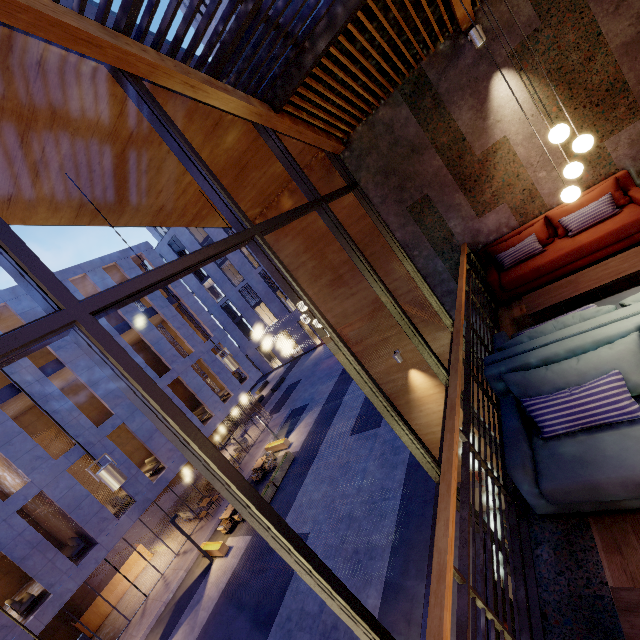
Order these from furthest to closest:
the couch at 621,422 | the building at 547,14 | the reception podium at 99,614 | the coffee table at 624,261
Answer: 1. the reception podium at 99,614
2. the building at 547,14
3. the coffee table at 624,261
4. the couch at 621,422

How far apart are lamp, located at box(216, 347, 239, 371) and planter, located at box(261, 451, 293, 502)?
13.72m

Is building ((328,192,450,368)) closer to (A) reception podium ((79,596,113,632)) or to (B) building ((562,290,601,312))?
(B) building ((562,290,601,312))

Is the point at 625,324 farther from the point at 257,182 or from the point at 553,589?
the point at 257,182

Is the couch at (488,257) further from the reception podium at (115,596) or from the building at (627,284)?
the reception podium at (115,596)

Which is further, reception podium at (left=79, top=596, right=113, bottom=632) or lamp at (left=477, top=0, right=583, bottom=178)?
reception podium at (left=79, top=596, right=113, bottom=632)

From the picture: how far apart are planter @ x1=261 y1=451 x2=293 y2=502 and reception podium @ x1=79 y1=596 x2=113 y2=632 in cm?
893

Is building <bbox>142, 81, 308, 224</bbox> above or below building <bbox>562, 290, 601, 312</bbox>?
above
